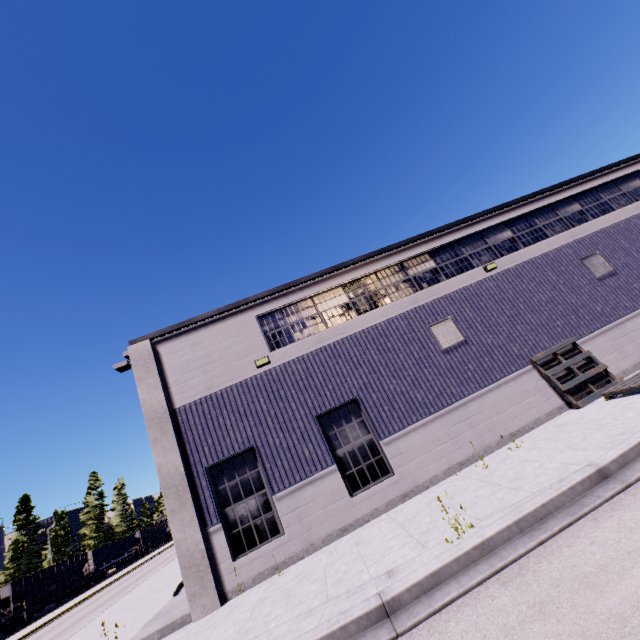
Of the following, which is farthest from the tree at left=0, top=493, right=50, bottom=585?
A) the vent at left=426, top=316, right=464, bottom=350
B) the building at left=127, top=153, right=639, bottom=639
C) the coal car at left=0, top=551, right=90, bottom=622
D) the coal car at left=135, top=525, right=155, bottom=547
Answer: the vent at left=426, top=316, right=464, bottom=350

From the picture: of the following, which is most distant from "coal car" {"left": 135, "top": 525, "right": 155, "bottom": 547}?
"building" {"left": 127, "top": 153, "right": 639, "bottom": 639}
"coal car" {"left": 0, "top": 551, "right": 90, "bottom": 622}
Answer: "building" {"left": 127, "top": 153, "right": 639, "bottom": 639}

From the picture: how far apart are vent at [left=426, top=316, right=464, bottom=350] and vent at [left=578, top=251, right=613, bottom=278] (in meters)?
6.23

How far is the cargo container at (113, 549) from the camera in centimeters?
4391cm

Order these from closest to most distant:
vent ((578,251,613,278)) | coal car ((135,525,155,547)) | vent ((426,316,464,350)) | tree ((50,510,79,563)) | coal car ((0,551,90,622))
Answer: vent ((426,316,464,350)) → vent ((578,251,613,278)) → coal car ((0,551,90,622)) → tree ((50,510,79,563)) → coal car ((135,525,155,547))

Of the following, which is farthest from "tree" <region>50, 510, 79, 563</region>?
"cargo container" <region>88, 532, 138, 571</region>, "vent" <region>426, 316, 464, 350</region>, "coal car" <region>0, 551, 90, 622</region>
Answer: "vent" <region>426, 316, 464, 350</region>

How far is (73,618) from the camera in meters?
21.6

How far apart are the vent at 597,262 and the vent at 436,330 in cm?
623
